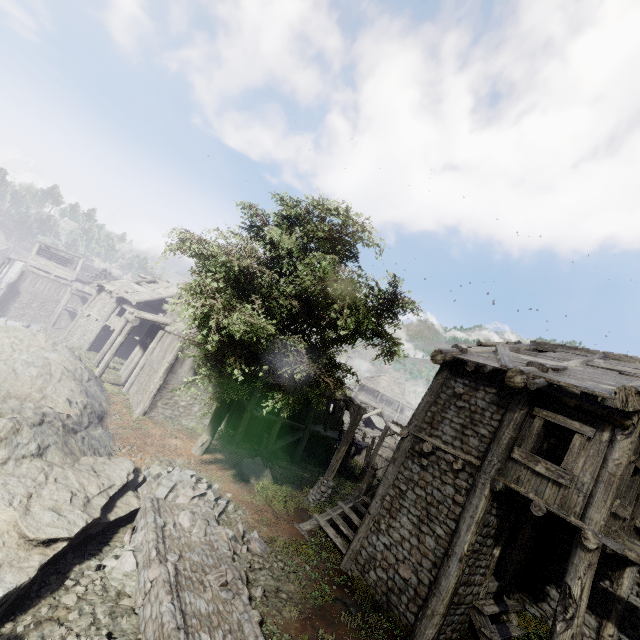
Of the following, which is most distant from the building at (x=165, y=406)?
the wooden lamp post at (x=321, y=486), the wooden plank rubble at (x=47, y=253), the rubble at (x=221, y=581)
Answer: the rubble at (x=221, y=581)

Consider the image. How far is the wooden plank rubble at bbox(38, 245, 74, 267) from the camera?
42.8m

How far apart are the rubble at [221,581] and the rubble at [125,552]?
1.43m

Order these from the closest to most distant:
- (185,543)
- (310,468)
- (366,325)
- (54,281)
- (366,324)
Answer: (185,543) → (366,324) → (366,325) → (310,468) → (54,281)

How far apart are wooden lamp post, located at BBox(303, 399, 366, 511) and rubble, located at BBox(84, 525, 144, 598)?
6.93m

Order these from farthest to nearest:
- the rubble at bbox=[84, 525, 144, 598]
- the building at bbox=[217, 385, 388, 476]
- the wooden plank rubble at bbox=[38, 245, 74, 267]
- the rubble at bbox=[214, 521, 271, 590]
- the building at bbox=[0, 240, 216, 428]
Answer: the wooden plank rubble at bbox=[38, 245, 74, 267]
the building at bbox=[217, 385, 388, 476]
the building at bbox=[0, 240, 216, 428]
the rubble at bbox=[214, 521, 271, 590]
the rubble at bbox=[84, 525, 144, 598]

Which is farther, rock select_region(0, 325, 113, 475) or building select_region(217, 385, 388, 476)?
building select_region(217, 385, 388, 476)

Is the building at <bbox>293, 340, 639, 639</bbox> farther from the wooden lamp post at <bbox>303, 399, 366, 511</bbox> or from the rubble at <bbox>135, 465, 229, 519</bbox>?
the rubble at <bbox>135, 465, 229, 519</bbox>
